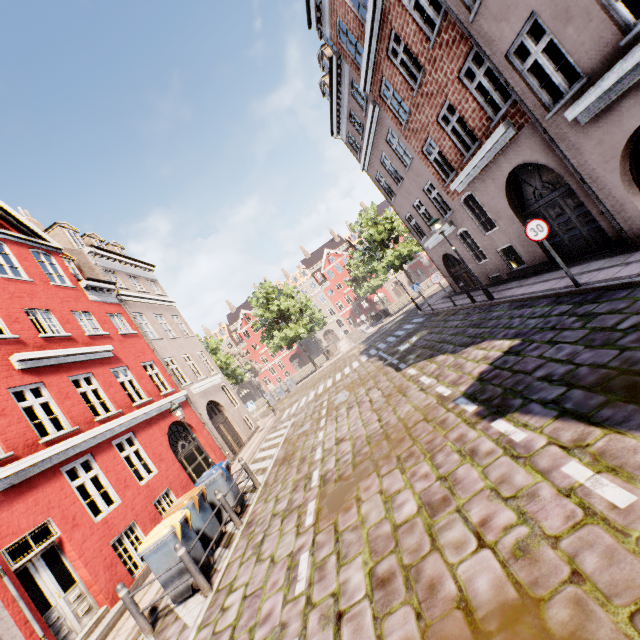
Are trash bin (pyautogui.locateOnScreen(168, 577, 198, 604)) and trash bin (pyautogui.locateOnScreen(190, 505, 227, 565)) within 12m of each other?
yes

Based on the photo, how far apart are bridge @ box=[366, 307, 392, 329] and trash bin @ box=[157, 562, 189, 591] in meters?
32.6

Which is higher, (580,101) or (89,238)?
(89,238)

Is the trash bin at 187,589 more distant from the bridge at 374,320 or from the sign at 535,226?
the bridge at 374,320

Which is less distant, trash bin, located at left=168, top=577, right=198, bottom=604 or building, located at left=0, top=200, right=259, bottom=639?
trash bin, located at left=168, top=577, right=198, bottom=604

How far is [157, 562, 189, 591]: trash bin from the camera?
6.34m

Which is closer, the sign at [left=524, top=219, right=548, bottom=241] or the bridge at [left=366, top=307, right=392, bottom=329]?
the sign at [left=524, top=219, right=548, bottom=241]

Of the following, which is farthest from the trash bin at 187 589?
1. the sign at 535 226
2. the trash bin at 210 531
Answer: the sign at 535 226
